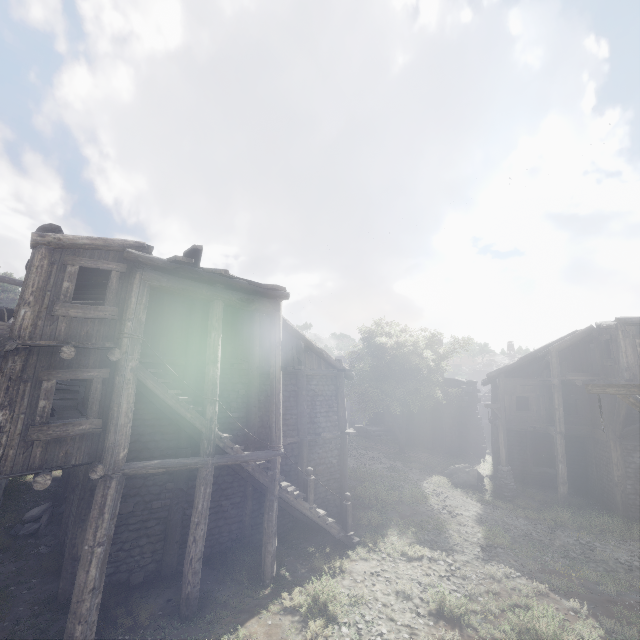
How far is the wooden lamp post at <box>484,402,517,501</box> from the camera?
17.8 meters

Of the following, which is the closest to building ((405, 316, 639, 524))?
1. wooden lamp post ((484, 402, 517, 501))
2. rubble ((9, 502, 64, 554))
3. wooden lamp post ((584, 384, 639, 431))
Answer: rubble ((9, 502, 64, 554))

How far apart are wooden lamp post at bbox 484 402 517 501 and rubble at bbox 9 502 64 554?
19.4m

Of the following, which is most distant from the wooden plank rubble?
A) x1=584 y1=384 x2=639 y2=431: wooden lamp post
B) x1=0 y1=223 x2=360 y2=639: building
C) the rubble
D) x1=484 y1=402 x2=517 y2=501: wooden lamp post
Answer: x1=484 y1=402 x2=517 y2=501: wooden lamp post

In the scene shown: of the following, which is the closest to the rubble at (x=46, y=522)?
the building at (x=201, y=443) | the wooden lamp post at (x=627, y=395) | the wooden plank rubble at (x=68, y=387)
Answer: the building at (x=201, y=443)

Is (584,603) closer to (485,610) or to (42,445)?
(485,610)

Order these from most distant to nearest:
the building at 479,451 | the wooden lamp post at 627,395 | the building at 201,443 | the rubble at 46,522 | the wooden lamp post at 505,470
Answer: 1. the wooden lamp post at 505,470
2. the building at 479,451
3. the rubble at 46,522
4. the building at 201,443
5. the wooden lamp post at 627,395

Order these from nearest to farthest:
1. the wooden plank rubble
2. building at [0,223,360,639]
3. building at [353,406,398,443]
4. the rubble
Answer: building at [0,223,360,639] → the rubble → the wooden plank rubble → building at [353,406,398,443]
